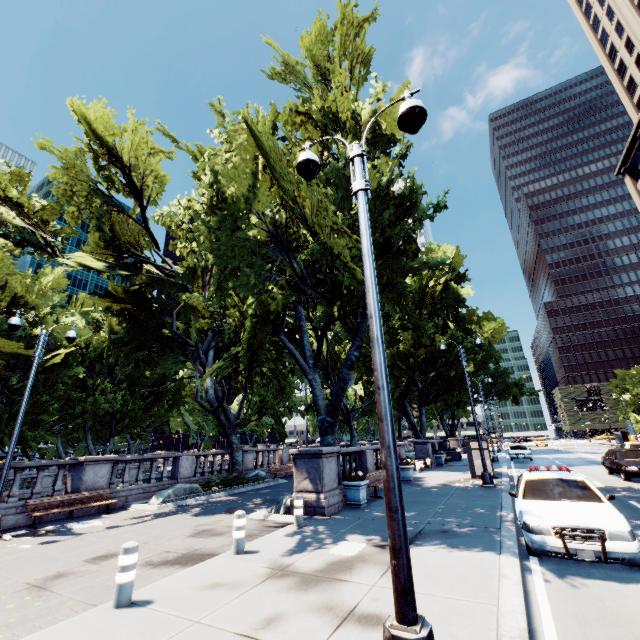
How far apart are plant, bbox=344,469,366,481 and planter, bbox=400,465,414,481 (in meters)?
6.81

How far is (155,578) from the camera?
6.5 meters

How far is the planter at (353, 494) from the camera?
11.8 meters

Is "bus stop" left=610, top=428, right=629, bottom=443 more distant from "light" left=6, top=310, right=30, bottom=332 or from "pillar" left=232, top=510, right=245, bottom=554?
"light" left=6, top=310, right=30, bottom=332

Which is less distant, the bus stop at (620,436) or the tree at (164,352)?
the tree at (164,352)

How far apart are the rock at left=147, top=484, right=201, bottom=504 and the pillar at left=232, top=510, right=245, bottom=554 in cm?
919

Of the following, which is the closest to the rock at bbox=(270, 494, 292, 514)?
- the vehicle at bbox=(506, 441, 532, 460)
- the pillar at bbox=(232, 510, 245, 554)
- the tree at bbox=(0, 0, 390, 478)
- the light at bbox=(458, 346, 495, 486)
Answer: the tree at bbox=(0, 0, 390, 478)

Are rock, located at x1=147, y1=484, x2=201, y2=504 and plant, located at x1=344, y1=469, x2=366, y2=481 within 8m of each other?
no
